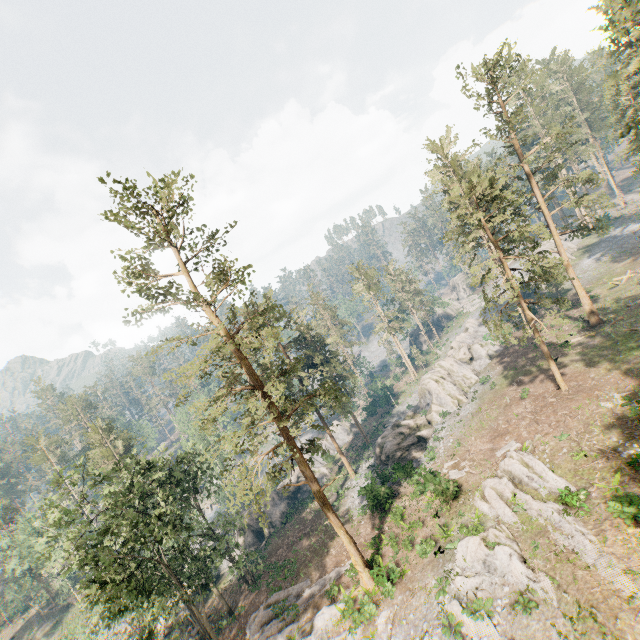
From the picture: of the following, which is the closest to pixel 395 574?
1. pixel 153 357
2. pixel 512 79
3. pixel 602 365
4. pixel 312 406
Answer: pixel 312 406

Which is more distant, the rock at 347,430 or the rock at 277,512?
the rock at 347,430

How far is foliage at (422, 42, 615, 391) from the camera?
24.92m

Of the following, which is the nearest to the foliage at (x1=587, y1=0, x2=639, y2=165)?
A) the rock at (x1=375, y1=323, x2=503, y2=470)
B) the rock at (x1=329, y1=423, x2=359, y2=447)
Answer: the rock at (x1=329, y1=423, x2=359, y2=447)

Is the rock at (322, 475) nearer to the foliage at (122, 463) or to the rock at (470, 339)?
the foliage at (122, 463)

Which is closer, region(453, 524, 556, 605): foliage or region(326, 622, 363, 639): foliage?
region(453, 524, 556, 605): foliage
